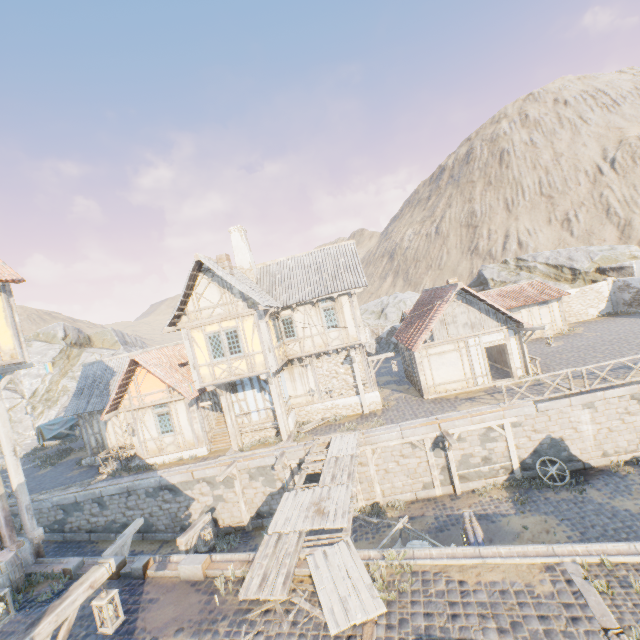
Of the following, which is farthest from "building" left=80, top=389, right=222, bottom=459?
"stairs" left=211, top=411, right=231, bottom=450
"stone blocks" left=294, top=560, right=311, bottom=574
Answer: "stone blocks" left=294, top=560, right=311, bottom=574

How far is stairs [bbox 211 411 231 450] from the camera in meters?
18.1

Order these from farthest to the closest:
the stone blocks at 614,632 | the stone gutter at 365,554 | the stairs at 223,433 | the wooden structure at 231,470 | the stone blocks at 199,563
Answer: the stairs at 223,433 → the wooden structure at 231,470 → the stone blocks at 199,563 → the stone gutter at 365,554 → the stone blocks at 614,632

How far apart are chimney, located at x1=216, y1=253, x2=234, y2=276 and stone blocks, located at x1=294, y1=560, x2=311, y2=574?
12.0m

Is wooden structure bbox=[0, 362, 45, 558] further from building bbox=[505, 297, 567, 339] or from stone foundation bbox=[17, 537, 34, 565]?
building bbox=[505, 297, 567, 339]

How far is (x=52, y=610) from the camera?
4.56m

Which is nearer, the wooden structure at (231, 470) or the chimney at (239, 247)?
the wooden structure at (231, 470)

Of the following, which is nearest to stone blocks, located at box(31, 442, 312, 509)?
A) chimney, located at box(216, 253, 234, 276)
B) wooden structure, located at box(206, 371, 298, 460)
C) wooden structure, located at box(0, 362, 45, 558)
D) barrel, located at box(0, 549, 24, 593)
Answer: wooden structure, located at box(206, 371, 298, 460)
